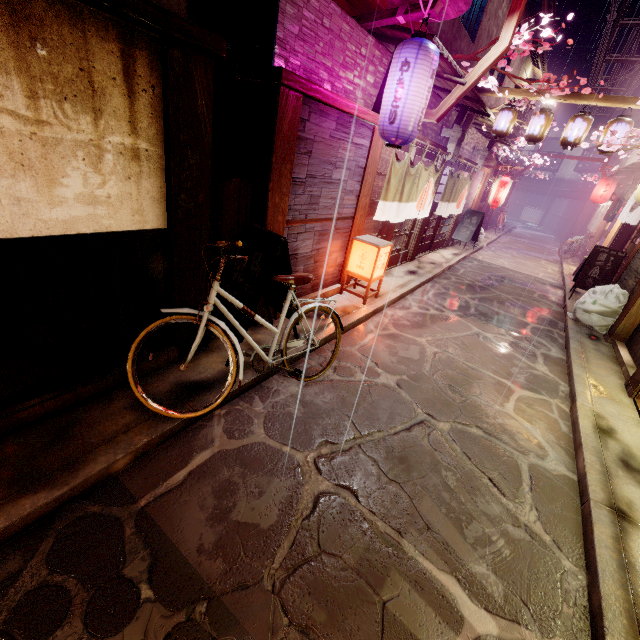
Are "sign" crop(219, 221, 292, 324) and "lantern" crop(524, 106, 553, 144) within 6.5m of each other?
no

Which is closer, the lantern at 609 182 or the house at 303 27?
the house at 303 27

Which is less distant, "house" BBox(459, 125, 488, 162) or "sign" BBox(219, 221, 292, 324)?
"sign" BBox(219, 221, 292, 324)

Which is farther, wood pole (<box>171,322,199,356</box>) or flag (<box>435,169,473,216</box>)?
flag (<box>435,169,473,216</box>)

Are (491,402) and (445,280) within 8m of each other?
no

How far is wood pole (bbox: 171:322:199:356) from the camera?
6.33m

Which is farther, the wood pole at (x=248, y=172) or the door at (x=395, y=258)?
the door at (x=395, y=258)

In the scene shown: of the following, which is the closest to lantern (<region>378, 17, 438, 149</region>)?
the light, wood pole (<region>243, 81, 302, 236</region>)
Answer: wood pole (<region>243, 81, 302, 236</region>)
